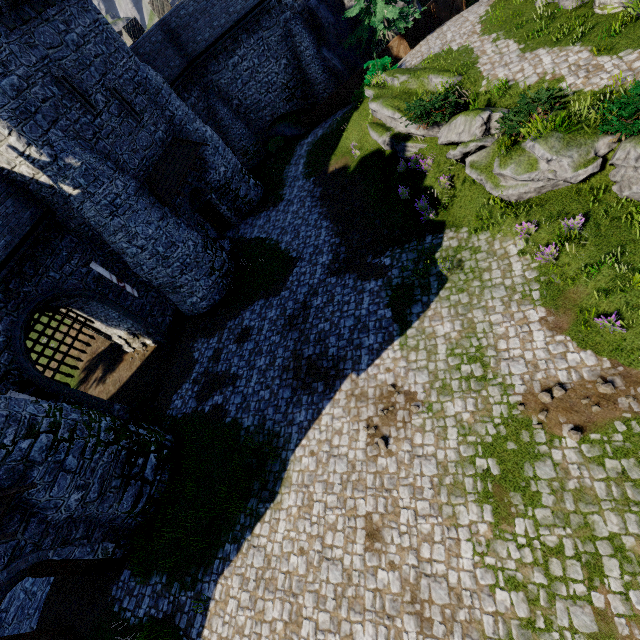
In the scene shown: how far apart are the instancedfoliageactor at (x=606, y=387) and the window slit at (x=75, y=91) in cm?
2229

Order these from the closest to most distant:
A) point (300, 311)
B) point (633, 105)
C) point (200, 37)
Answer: point (633, 105)
point (300, 311)
point (200, 37)

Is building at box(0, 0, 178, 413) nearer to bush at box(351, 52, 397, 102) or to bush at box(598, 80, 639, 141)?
bush at box(351, 52, 397, 102)

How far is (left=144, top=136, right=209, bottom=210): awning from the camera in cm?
1720

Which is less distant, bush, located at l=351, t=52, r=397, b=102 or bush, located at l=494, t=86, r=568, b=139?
bush, located at l=494, t=86, r=568, b=139

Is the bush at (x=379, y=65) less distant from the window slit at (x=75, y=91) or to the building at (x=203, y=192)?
the building at (x=203, y=192)

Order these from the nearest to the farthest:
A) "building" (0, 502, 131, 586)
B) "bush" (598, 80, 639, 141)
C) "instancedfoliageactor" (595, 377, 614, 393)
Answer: "instancedfoliageactor" (595, 377, 614, 393), "bush" (598, 80, 639, 141), "building" (0, 502, 131, 586)

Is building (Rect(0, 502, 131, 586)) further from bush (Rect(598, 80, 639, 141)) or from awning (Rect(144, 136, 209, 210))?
bush (Rect(598, 80, 639, 141))
